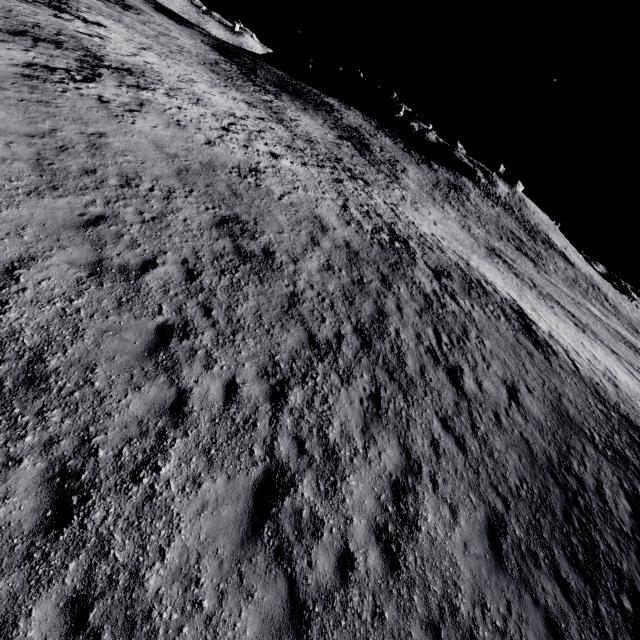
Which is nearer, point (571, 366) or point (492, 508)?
point (492, 508)
